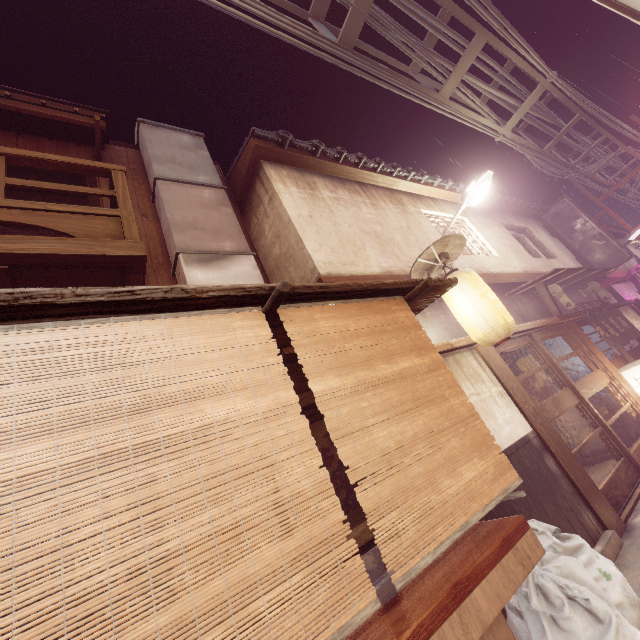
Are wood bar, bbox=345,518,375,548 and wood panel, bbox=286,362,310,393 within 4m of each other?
yes

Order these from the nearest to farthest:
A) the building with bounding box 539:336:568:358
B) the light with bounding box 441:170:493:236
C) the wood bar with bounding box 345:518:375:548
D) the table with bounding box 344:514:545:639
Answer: the table with bounding box 344:514:545:639, the wood bar with bounding box 345:518:375:548, the light with bounding box 441:170:493:236, the building with bounding box 539:336:568:358

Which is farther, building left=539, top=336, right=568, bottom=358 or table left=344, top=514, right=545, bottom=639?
building left=539, top=336, right=568, bottom=358

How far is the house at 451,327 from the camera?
9.5m

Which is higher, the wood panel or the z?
the z

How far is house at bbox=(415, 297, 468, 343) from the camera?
9.49m

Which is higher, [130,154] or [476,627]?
[130,154]

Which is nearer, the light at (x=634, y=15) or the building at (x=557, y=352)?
the light at (x=634, y=15)
